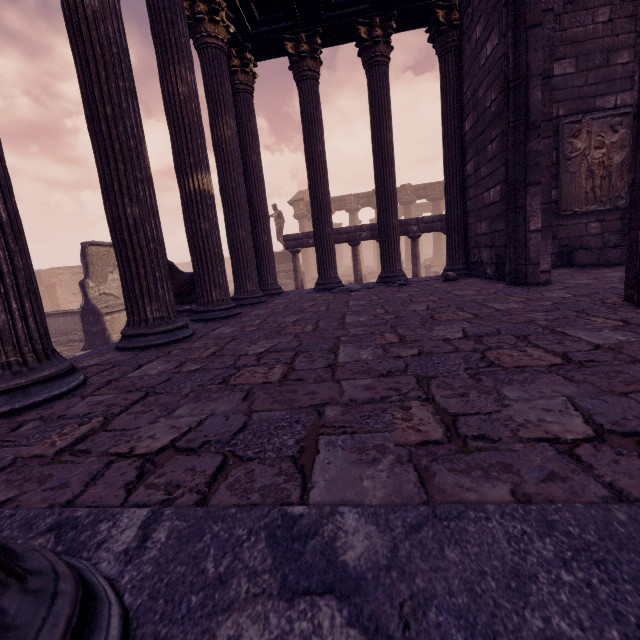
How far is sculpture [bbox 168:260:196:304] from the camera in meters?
7.5

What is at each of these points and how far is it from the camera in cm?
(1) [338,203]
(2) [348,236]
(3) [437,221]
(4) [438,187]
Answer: (1) entablature, 2672
(2) entablature, 1156
(3) entablature, 1109
(4) relief sculpture, 2538

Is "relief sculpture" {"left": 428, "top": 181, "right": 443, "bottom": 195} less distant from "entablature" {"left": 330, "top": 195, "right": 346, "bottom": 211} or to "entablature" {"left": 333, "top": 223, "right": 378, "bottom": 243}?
"entablature" {"left": 330, "top": 195, "right": 346, "bottom": 211}

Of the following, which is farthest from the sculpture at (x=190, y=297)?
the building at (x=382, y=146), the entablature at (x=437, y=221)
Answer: the entablature at (x=437, y=221)

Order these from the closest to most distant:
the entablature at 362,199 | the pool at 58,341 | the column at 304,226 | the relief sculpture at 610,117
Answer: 1. the relief sculpture at 610,117
2. the pool at 58,341
3. the entablature at 362,199
4. the column at 304,226

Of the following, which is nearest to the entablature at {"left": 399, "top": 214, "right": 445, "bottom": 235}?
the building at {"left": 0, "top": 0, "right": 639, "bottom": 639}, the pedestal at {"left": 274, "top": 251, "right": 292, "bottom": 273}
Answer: the building at {"left": 0, "top": 0, "right": 639, "bottom": 639}

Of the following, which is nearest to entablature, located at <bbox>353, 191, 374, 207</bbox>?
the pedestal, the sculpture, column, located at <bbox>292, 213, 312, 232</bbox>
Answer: column, located at <bbox>292, 213, 312, 232</bbox>

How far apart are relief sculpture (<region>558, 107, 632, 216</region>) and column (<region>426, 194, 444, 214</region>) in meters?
21.1 m
